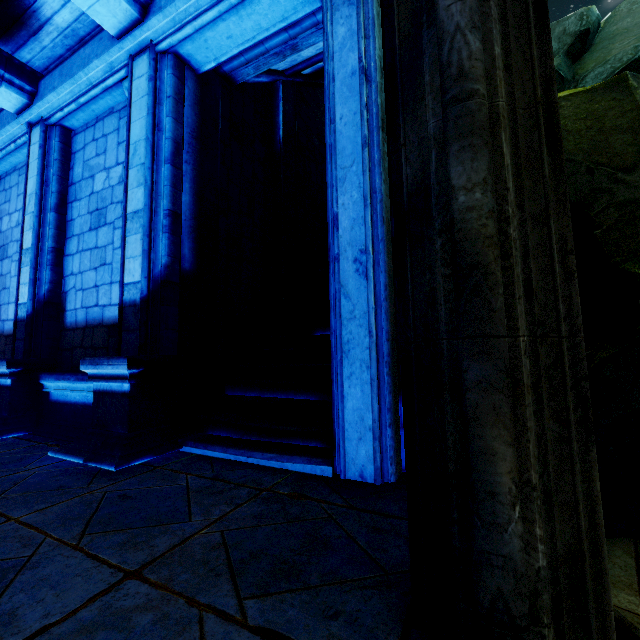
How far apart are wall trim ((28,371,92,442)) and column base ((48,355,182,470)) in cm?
2

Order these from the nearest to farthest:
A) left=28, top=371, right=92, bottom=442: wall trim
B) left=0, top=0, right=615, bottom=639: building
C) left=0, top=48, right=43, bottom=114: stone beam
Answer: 1. left=0, top=0, right=615, bottom=639: building
2. left=28, top=371, right=92, bottom=442: wall trim
3. left=0, top=48, right=43, bottom=114: stone beam

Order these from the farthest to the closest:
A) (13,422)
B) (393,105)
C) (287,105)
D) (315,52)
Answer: (287,105) < (315,52) < (13,422) < (393,105)

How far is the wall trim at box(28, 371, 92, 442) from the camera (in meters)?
4.75

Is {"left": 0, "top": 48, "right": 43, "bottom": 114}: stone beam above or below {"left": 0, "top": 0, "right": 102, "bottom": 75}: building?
below

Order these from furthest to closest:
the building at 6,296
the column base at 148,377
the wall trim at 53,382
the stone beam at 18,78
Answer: the building at 6,296
the stone beam at 18,78
the wall trim at 53,382
the column base at 148,377

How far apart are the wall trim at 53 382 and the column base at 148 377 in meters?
0.0 m

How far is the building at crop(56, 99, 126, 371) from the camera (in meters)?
5.18
